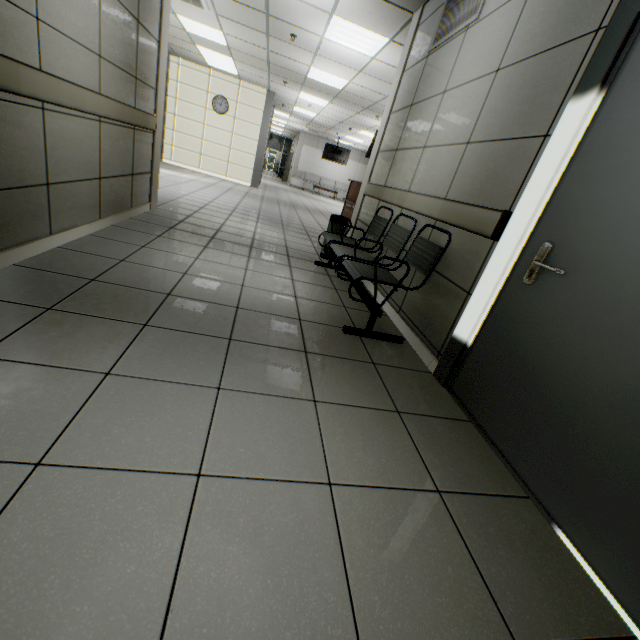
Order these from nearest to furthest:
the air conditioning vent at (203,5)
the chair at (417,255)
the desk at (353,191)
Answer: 1. the chair at (417,255)
2. the air conditioning vent at (203,5)
3. the desk at (353,191)

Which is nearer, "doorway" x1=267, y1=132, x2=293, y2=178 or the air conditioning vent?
the air conditioning vent

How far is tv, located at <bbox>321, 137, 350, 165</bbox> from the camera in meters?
18.2

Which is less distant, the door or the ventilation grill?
the door

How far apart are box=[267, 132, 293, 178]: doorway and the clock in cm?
1644

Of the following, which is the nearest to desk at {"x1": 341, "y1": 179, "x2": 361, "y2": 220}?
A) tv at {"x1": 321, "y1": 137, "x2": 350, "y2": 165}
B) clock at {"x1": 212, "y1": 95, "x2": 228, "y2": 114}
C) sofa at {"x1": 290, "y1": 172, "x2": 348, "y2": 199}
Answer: clock at {"x1": 212, "y1": 95, "x2": 228, "y2": 114}

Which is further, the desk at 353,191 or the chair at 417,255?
the desk at 353,191

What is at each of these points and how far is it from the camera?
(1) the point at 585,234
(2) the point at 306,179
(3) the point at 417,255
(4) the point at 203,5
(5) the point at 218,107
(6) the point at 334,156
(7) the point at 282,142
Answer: (1) door, 1.5 meters
(2) sofa, 21.2 meters
(3) chair, 2.8 meters
(4) air conditioning vent, 5.8 meters
(5) clock, 11.4 meters
(6) tv, 18.3 meters
(7) doorway, 27.3 meters
